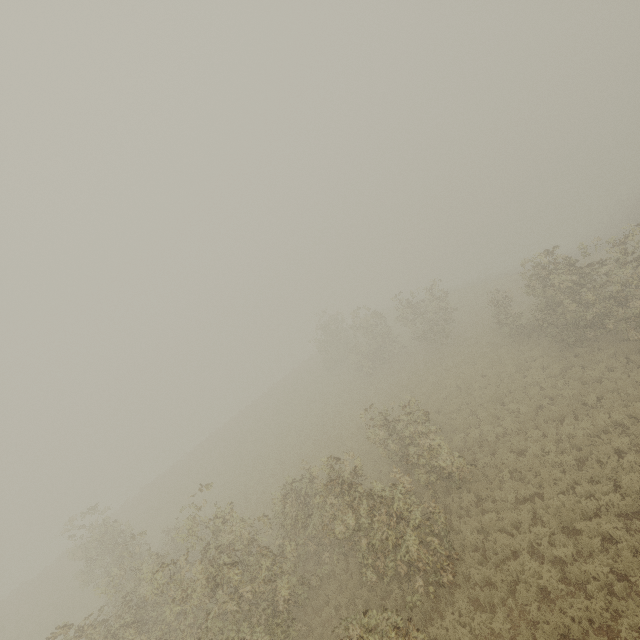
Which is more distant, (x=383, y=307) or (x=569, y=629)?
(x=383, y=307)
